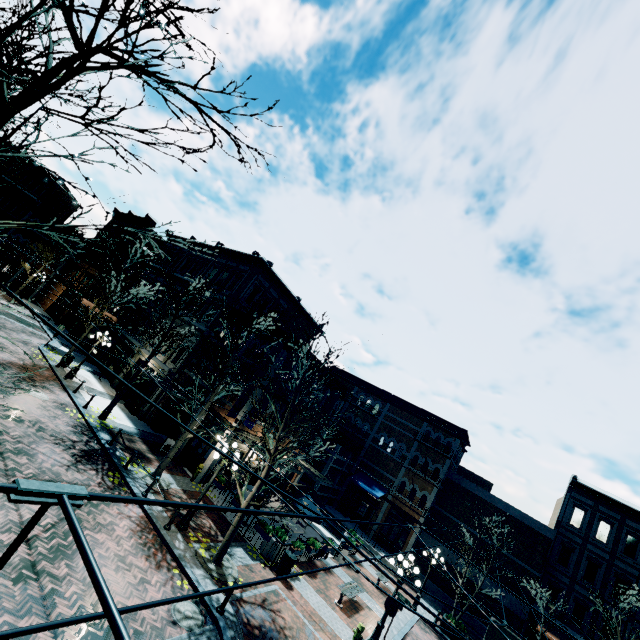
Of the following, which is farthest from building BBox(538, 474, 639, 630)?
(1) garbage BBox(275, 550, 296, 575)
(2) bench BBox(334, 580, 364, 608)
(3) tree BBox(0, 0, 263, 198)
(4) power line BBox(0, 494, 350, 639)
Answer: (3) tree BBox(0, 0, 263, 198)

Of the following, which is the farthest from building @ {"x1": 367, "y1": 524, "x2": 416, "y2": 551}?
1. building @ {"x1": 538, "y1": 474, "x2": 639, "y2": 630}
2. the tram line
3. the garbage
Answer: building @ {"x1": 538, "y1": 474, "x2": 639, "y2": 630}

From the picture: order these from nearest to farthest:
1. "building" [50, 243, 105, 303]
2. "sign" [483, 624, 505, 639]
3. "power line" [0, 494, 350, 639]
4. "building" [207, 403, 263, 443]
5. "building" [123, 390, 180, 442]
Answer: "power line" [0, 494, 350, 639], "sign" [483, 624, 505, 639], "building" [207, 403, 263, 443], "building" [123, 390, 180, 442], "building" [50, 243, 105, 303]

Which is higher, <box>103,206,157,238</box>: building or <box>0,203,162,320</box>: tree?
<box>103,206,157,238</box>: building

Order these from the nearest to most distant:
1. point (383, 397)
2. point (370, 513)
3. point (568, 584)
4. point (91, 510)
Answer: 1. point (91, 510)
2. point (568, 584)
3. point (370, 513)
4. point (383, 397)

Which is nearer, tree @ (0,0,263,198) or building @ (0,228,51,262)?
tree @ (0,0,263,198)

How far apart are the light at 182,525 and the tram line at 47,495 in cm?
1293

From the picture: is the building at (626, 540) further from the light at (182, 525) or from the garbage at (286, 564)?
the light at (182, 525)
